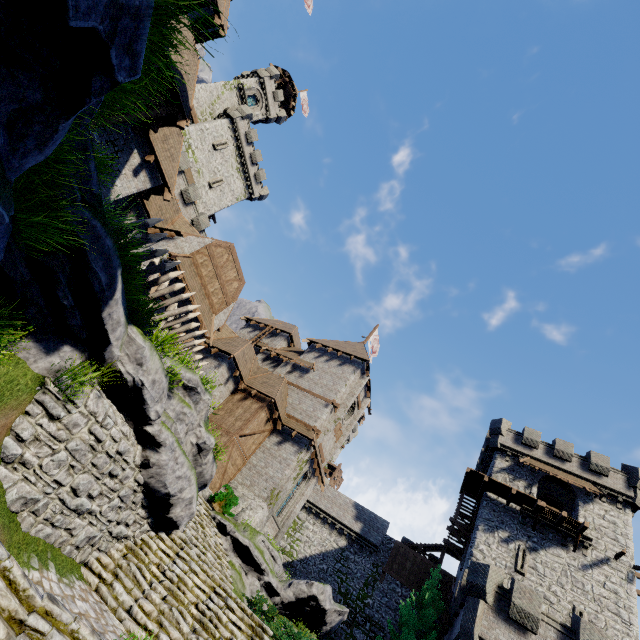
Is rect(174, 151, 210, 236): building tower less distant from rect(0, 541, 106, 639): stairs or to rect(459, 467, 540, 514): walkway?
rect(0, 541, 106, 639): stairs

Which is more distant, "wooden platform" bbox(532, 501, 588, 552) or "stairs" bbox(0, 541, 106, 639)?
"wooden platform" bbox(532, 501, 588, 552)

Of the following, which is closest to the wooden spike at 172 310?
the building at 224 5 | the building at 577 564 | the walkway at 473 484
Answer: the building at 224 5

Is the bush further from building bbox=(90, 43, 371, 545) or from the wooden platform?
the wooden platform

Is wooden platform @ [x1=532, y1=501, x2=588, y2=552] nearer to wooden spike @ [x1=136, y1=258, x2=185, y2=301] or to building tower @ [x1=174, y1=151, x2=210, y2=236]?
wooden spike @ [x1=136, y1=258, x2=185, y2=301]

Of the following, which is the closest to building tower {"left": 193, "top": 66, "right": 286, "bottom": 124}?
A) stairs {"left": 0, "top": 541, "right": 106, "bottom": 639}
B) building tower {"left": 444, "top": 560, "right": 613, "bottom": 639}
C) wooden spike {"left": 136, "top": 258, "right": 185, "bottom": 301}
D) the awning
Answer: the awning

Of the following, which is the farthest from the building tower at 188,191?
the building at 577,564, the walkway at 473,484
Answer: the building at 577,564

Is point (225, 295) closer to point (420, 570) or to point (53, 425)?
point (53, 425)
